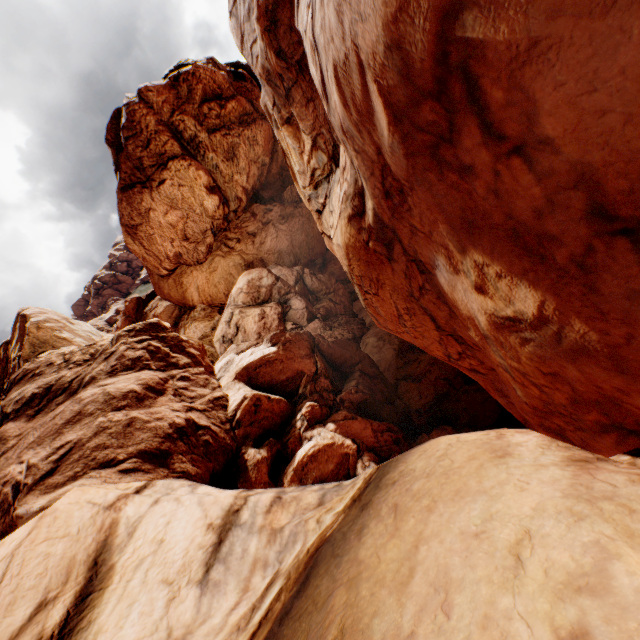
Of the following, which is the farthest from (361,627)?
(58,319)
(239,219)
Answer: (58,319)
